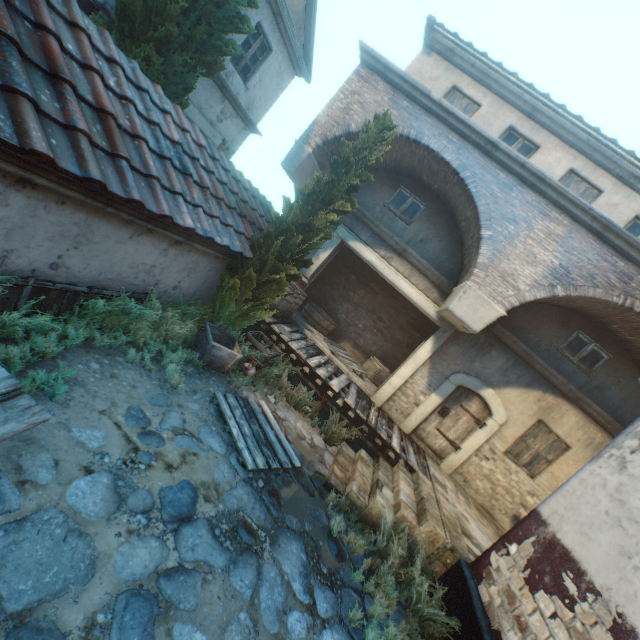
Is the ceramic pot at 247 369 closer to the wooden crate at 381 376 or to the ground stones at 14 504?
the ground stones at 14 504

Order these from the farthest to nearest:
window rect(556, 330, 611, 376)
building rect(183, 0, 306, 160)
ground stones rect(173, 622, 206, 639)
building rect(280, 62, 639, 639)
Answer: building rect(183, 0, 306, 160) → window rect(556, 330, 611, 376) → building rect(280, 62, 639, 639) → ground stones rect(173, 622, 206, 639)

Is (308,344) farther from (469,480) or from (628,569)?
(628,569)

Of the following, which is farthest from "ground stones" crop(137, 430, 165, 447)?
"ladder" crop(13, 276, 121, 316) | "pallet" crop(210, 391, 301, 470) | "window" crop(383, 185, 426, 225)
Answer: "window" crop(383, 185, 426, 225)

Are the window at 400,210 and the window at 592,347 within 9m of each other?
yes

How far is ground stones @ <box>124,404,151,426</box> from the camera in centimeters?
391cm

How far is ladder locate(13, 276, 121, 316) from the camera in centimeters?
375cm

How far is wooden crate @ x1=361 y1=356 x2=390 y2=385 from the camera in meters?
11.0
